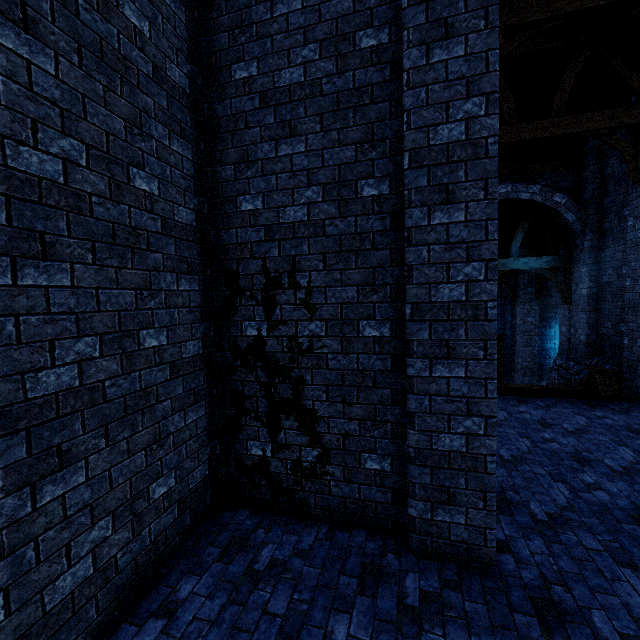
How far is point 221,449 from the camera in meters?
4.2

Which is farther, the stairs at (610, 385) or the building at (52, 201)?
the stairs at (610, 385)

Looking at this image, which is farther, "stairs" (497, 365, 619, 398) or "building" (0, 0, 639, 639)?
"stairs" (497, 365, 619, 398)

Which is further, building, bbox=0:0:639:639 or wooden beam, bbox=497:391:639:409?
wooden beam, bbox=497:391:639:409

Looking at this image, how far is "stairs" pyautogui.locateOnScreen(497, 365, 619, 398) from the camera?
7.7 meters

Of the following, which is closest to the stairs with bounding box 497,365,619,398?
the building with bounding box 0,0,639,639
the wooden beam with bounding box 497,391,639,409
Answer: the wooden beam with bounding box 497,391,639,409

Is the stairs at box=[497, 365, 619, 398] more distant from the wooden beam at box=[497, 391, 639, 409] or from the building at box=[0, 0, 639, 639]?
the building at box=[0, 0, 639, 639]

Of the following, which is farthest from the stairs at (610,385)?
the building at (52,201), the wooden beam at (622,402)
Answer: the building at (52,201)
